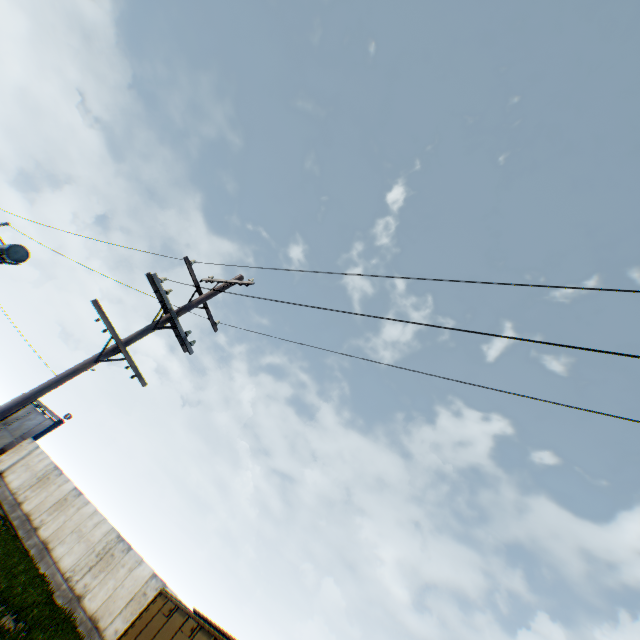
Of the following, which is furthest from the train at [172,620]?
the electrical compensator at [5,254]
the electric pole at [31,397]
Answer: the electrical compensator at [5,254]

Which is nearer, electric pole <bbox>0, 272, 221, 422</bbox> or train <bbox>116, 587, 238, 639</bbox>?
electric pole <bbox>0, 272, 221, 422</bbox>

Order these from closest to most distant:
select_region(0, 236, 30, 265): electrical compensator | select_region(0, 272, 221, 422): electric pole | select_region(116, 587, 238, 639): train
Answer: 1. select_region(0, 272, 221, 422): electric pole
2. select_region(116, 587, 238, 639): train
3. select_region(0, 236, 30, 265): electrical compensator

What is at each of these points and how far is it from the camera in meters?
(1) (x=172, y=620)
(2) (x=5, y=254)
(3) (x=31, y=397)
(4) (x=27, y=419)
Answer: (1) train, 9.8
(2) electrical compensator, 13.6
(3) electric pole, 6.1
(4) metal gate, 32.6

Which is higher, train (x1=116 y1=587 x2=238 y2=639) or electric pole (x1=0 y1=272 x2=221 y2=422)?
electric pole (x1=0 y1=272 x2=221 y2=422)

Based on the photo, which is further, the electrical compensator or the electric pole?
the electrical compensator

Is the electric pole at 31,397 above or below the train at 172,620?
above

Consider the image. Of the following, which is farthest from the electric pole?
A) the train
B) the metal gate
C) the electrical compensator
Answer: the metal gate
